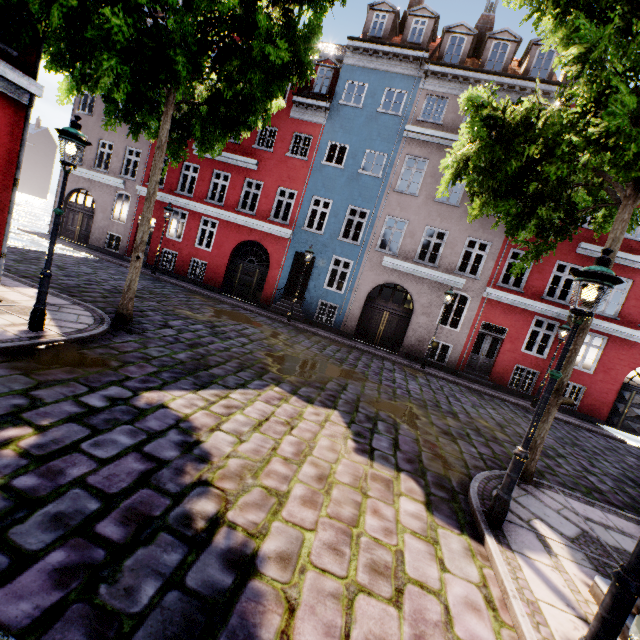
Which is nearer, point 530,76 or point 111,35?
point 111,35

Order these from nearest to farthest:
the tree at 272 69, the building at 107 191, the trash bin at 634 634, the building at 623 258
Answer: the trash bin at 634 634 → the tree at 272 69 → the building at 623 258 → the building at 107 191

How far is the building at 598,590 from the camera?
3.55m

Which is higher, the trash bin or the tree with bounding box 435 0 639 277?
the tree with bounding box 435 0 639 277

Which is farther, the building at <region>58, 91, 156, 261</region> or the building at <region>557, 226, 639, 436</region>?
Result: the building at <region>58, 91, 156, 261</region>

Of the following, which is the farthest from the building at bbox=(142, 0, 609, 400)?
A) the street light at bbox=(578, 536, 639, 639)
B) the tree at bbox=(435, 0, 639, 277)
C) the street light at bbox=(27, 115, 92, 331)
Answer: the street light at bbox=(27, 115, 92, 331)

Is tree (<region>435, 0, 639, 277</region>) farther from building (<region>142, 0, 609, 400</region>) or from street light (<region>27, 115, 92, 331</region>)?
street light (<region>27, 115, 92, 331</region>)
